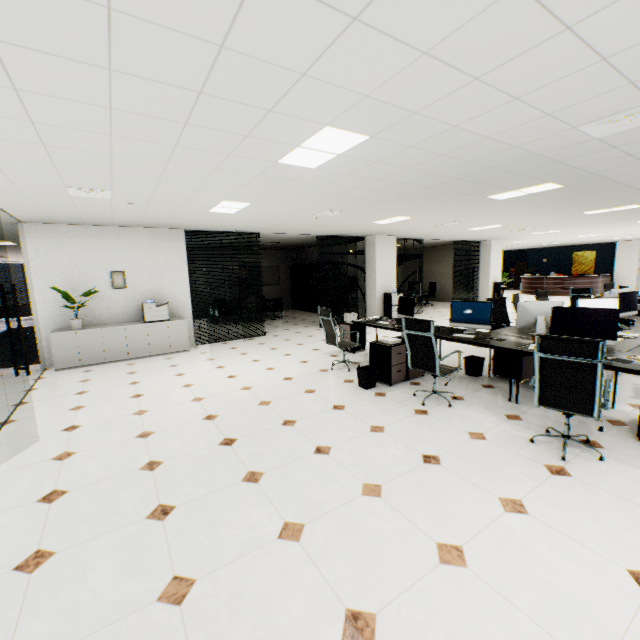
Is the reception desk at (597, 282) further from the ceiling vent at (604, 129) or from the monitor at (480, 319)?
the ceiling vent at (604, 129)

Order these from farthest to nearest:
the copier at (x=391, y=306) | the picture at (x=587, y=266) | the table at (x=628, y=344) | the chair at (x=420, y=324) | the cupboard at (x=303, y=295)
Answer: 1. the picture at (x=587, y=266)
2. the cupboard at (x=303, y=295)
3. the copier at (x=391, y=306)
4. the chair at (x=420, y=324)
5. the table at (x=628, y=344)

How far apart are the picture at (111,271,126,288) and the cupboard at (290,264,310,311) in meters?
8.4

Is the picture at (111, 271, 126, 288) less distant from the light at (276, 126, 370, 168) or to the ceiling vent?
the light at (276, 126, 370, 168)

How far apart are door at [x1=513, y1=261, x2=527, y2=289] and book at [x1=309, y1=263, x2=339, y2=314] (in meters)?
16.72

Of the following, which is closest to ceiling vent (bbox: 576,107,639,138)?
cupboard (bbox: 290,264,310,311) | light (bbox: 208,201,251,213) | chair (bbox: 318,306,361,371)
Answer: chair (bbox: 318,306,361,371)

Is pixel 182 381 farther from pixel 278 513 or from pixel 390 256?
pixel 390 256

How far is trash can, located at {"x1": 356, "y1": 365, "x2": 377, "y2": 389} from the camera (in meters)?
4.88
